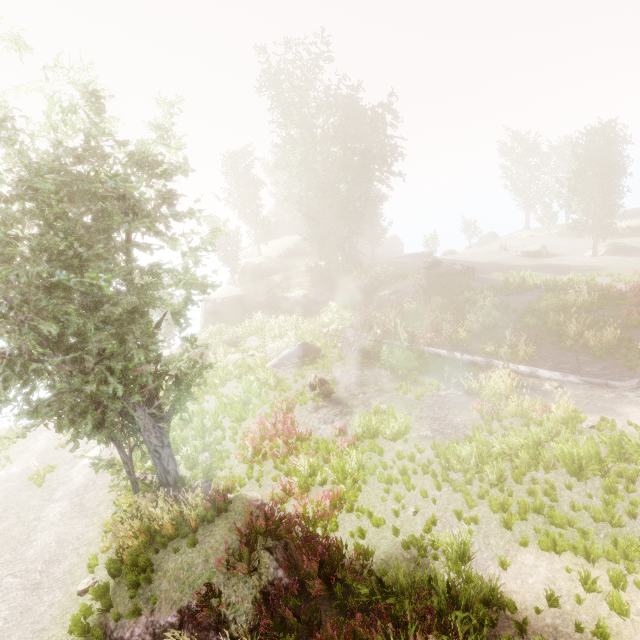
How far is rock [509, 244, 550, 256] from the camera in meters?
39.0 m

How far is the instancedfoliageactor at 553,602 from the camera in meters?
5.7

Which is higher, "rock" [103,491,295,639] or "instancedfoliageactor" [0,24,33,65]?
"instancedfoliageactor" [0,24,33,65]

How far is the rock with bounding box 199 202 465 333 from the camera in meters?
30.1

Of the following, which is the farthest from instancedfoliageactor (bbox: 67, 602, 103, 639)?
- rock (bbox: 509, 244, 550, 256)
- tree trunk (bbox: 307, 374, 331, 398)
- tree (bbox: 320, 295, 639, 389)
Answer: tree trunk (bbox: 307, 374, 331, 398)

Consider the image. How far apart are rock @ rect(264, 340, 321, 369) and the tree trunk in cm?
352

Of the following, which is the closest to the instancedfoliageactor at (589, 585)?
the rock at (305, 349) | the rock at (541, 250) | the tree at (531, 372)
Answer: the rock at (541, 250)

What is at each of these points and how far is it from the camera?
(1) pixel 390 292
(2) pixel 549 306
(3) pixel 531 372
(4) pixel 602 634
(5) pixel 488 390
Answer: (1) rock, 29.4 meters
(2) instancedfoliageactor, 19.8 meters
(3) tree, 15.1 meters
(4) instancedfoliageactor, 5.3 meters
(5) instancedfoliageactor, 13.9 meters
